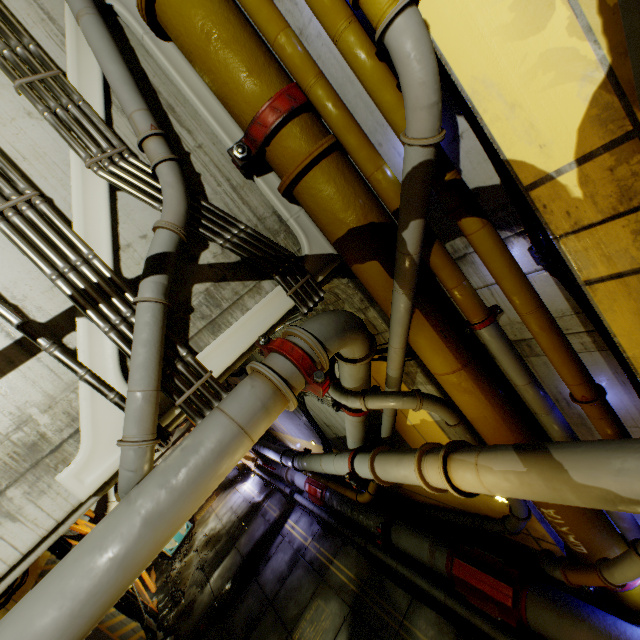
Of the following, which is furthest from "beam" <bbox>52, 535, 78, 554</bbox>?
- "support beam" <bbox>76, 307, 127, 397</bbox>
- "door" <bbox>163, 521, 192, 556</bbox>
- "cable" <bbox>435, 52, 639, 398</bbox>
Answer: "cable" <bbox>435, 52, 639, 398</bbox>

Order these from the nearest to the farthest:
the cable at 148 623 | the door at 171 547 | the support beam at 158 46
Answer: the support beam at 158 46
the cable at 148 623
the door at 171 547

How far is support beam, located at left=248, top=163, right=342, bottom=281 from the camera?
3.97m

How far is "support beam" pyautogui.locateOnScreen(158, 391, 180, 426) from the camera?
2.9 meters

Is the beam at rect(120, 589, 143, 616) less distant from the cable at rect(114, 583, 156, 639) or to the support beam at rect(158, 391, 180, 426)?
the cable at rect(114, 583, 156, 639)

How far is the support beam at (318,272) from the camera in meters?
4.0 m

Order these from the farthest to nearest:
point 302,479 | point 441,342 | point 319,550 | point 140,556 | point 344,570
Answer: point 302,479 < point 319,550 < point 344,570 < point 441,342 < point 140,556

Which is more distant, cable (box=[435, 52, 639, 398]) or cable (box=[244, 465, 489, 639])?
cable (box=[244, 465, 489, 639])
